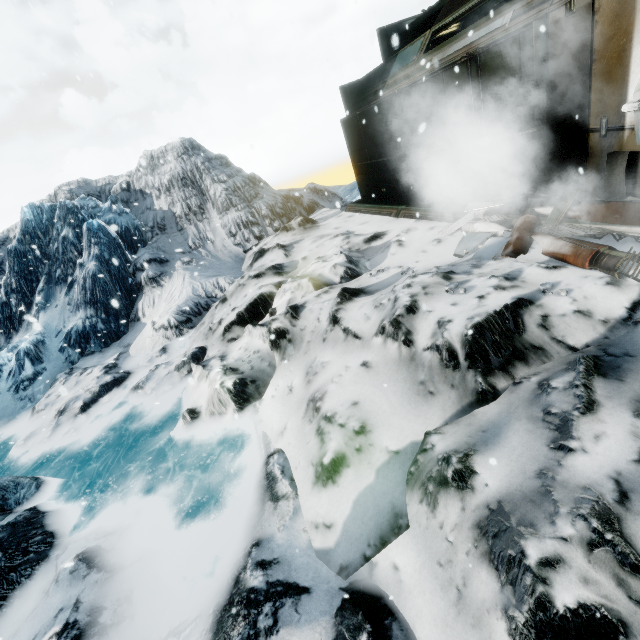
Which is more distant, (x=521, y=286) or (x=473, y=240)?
(x=473, y=240)
